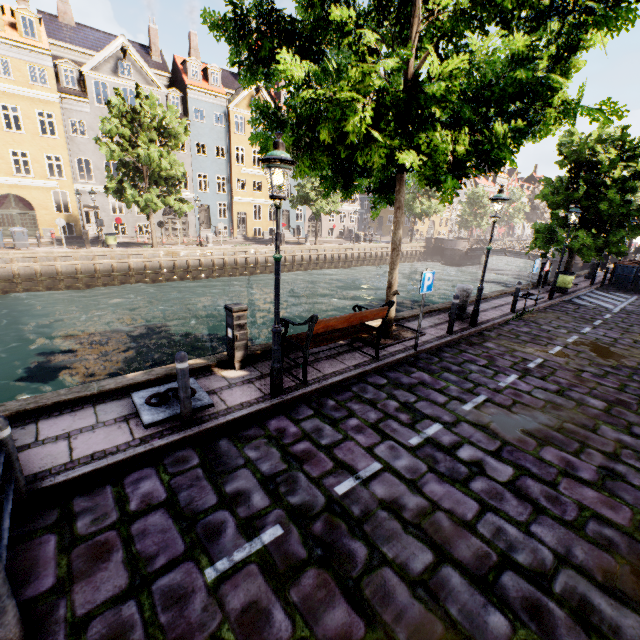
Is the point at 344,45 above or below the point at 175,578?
above

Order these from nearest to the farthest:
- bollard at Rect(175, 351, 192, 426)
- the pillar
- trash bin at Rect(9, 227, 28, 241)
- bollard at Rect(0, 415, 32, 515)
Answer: bollard at Rect(0, 415, 32, 515) < bollard at Rect(175, 351, 192, 426) < the pillar < trash bin at Rect(9, 227, 28, 241)

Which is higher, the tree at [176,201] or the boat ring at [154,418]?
the tree at [176,201]

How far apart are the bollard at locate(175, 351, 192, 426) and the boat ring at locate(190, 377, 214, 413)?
0.2 meters

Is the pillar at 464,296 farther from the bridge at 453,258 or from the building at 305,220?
the building at 305,220

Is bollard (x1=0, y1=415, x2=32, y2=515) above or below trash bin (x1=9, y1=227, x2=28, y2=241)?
below

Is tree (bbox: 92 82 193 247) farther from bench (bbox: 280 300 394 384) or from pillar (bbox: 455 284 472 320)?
pillar (bbox: 455 284 472 320)

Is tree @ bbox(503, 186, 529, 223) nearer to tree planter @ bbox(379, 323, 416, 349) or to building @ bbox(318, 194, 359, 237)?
tree planter @ bbox(379, 323, 416, 349)
